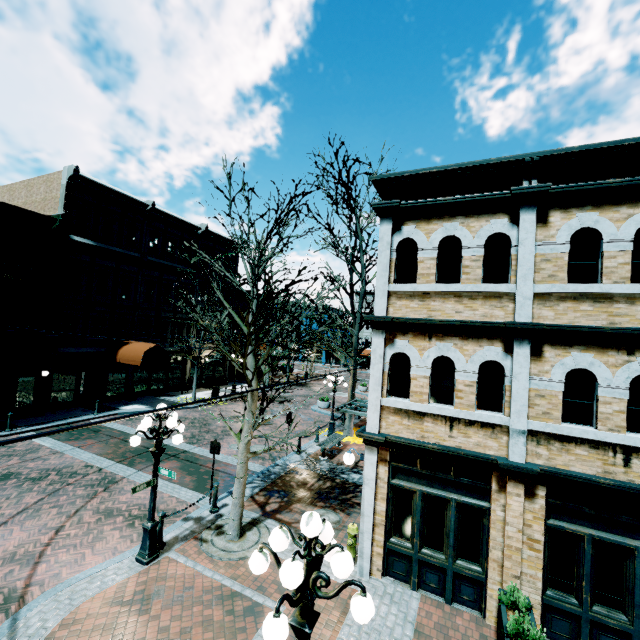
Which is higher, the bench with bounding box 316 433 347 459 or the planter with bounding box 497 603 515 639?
the planter with bounding box 497 603 515 639

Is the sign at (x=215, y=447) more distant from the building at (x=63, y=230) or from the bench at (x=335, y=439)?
the bench at (x=335, y=439)

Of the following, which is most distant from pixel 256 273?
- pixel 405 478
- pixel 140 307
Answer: pixel 140 307

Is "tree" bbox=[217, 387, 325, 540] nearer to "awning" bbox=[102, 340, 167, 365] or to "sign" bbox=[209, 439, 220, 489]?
"sign" bbox=[209, 439, 220, 489]

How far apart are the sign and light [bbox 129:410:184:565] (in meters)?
2.05

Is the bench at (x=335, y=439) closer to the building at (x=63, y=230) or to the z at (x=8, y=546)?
the building at (x=63, y=230)

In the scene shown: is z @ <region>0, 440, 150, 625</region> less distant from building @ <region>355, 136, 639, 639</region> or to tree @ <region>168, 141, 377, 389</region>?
building @ <region>355, 136, 639, 639</region>

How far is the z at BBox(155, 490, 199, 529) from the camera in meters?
9.5
